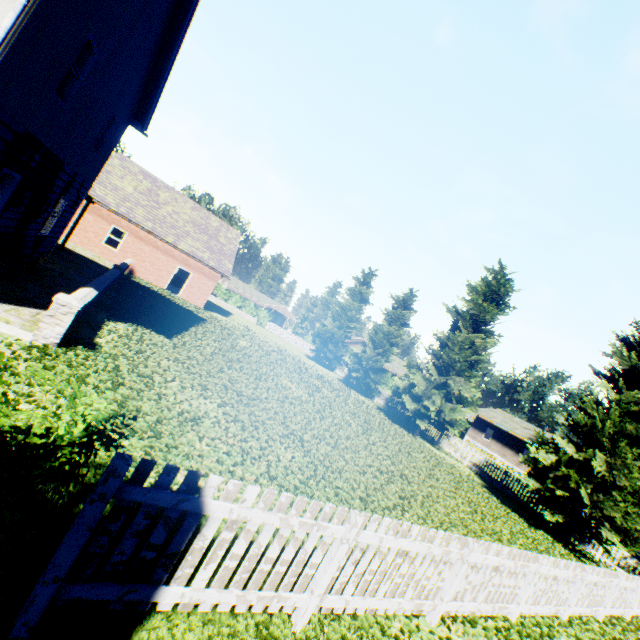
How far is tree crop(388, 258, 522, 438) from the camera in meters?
21.2

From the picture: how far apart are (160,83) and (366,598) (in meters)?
16.99

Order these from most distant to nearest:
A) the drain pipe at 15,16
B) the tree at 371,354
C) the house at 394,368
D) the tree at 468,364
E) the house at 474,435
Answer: the house at 394,368 → the house at 474,435 → the tree at 371,354 → the tree at 468,364 → the drain pipe at 15,16

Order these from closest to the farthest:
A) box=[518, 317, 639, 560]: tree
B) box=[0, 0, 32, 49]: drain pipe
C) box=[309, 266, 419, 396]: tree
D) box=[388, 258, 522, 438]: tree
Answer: box=[0, 0, 32, 49]: drain pipe < box=[518, 317, 639, 560]: tree < box=[388, 258, 522, 438]: tree < box=[309, 266, 419, 396]: tree

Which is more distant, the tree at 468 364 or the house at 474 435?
the house at 474 435

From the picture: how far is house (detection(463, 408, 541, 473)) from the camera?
38.44m

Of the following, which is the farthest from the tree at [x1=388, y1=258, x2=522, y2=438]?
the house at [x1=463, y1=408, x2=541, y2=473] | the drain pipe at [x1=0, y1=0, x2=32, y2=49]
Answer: the drain pipe at [x1=0, y1=0, x2=32, y2=49]

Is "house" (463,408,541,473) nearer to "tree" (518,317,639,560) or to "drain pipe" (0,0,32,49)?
"tree" (518,317,639,560)
